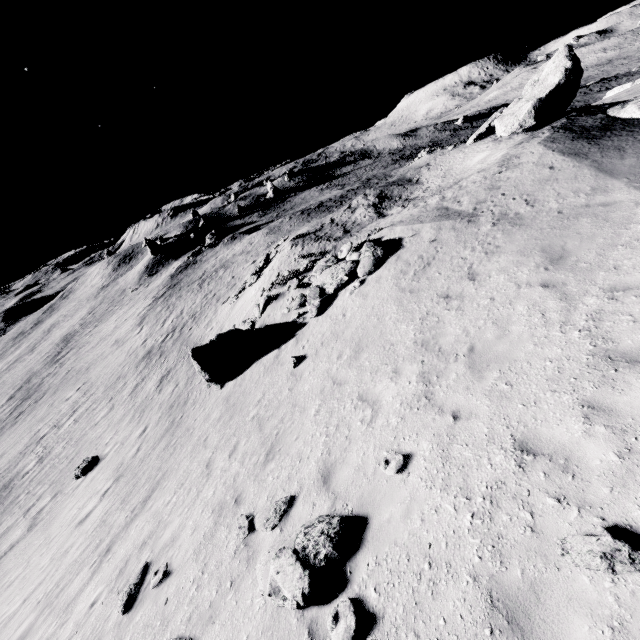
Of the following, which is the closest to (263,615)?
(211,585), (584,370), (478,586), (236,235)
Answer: (211,585)

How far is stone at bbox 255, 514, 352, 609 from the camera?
5.1m

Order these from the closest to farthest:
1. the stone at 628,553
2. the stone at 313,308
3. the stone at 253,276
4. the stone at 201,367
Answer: the stone at 628,553
the stone at 313,308
the stone at 201,367
the stone at 253,276

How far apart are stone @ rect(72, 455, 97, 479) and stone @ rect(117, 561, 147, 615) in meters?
12.2

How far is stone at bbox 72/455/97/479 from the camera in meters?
17.6 m

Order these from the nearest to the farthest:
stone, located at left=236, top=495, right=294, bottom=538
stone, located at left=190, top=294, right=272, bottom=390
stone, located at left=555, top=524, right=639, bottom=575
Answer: stone, located at left=555, top=524, right=639, bottom=575 < stone, located at left=236, top=495, right=294, bottom=538 < stone, located at left=190, top=294, right=272, bottom=390

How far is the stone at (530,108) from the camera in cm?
1577

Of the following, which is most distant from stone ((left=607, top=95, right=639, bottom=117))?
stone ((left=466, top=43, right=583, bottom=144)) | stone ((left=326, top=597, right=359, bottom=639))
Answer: stone ((left=326, top=597, right=359, bottom=639))
